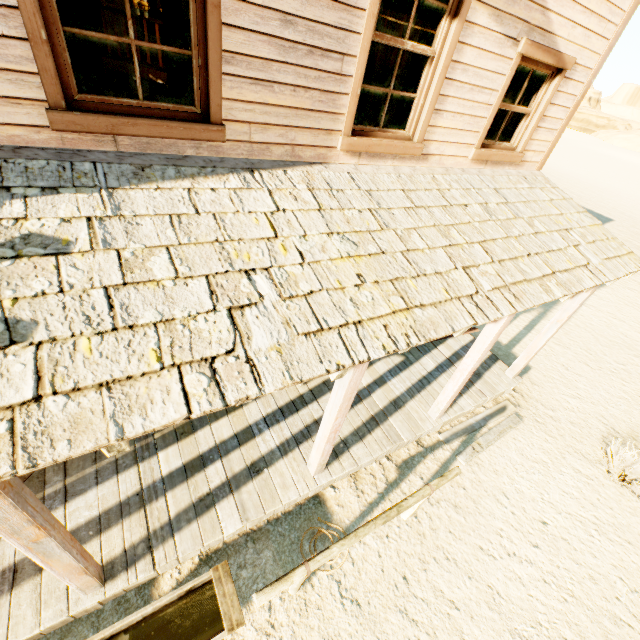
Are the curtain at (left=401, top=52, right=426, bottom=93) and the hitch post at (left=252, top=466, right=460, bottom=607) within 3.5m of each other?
no

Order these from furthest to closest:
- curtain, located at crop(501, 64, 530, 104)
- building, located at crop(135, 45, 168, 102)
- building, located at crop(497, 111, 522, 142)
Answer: building, located at crop(135, 45, 168, 102), building, located at crop(497, 111, 522, 142), curtain, located at crop(501, 64, 530, 104)

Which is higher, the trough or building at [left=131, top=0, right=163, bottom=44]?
building at [left=131, top=0, right=163, bottom=44]

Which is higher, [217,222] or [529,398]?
[217,222]

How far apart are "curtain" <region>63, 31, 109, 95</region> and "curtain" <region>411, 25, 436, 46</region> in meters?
1.5

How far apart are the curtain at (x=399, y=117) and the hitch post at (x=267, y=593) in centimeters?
447cm

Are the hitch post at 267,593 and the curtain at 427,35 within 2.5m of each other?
no

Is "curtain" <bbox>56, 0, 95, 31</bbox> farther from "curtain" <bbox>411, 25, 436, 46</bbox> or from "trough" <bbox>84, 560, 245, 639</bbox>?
"trough" <bbox>84, 560, 245, 639</bbox>
